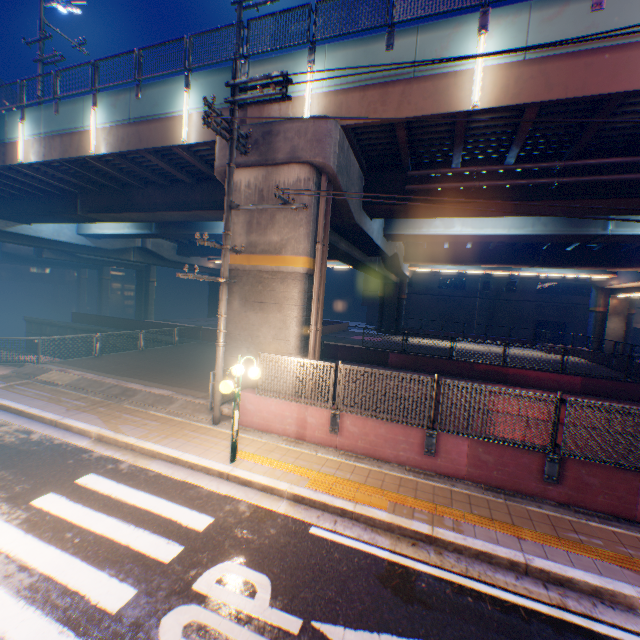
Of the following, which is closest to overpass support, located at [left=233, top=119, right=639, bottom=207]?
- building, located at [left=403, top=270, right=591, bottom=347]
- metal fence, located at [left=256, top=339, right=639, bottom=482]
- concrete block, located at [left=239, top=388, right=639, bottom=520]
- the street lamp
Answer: metal fence, located at [left=256, top=339, right=639, bottom=482]

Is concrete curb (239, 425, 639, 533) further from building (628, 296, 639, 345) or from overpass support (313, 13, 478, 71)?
building (628, 296, 639, 345)

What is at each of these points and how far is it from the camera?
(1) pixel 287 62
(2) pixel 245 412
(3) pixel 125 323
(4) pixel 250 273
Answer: (1) overpass support, 10.64m
(2) concrete block, 9.12m
(3) concrete block, 25.42m
(4) overpass support, 10.65m

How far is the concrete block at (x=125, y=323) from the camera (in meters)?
24.23

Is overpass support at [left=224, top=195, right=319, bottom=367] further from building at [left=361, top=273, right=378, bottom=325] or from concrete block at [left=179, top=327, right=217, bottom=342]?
building at [left=361, top=273, right=378, bottom=325]

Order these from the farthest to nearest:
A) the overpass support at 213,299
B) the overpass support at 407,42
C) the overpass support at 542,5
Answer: the overpass support at 213,299, the overpass support at 407,42, the overpass support at 542,5

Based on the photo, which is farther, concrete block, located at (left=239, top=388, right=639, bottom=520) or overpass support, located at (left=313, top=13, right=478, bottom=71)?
overpass support, located at (left=313, top=13, right=478, bottom=71)
